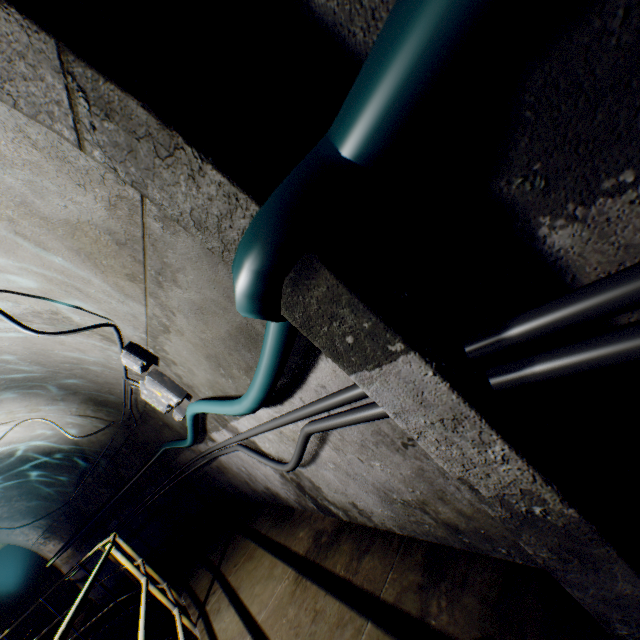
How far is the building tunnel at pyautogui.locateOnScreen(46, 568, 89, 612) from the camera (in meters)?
7.70

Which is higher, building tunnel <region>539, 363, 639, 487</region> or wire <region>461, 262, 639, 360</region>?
wire <region>461, 262, 639, 360</region>

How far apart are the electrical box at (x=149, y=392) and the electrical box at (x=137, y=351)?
0.1 meters

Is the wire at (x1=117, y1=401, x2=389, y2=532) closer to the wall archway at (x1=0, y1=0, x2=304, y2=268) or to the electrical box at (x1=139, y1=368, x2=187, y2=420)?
the wall archway at (x1=0, y1=0, x2=304, y2=268)

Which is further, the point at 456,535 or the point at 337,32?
the point at 456,535

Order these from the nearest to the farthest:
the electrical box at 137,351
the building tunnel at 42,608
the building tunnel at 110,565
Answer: the electrical box at 137,351 → the building tunnel at 110,565 → the building tunnel at 42,608

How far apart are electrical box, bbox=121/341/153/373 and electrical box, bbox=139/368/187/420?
0.1 meters
